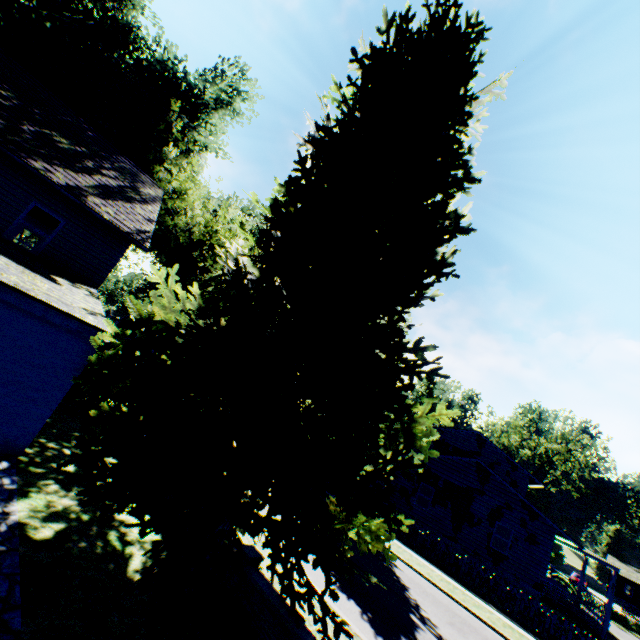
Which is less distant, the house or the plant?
the plant

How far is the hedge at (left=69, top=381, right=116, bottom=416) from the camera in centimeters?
1286cm

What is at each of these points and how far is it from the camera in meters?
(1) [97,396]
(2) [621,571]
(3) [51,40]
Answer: (1) hedge, 13.0 m
(2) house, 53.7 m
(3) plant, 18.0 m

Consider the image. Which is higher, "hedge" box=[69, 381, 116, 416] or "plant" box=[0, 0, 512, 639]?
"plant" box=[0, 0, 512, 639]

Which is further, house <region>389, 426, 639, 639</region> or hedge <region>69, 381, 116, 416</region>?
house <region>389, 426, 639, 639</region>

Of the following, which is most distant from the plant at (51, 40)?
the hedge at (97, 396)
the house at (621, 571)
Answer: the hedge at (97, 396)

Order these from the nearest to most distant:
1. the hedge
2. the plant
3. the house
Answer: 1. the plant
2. the hedge
3. the house
